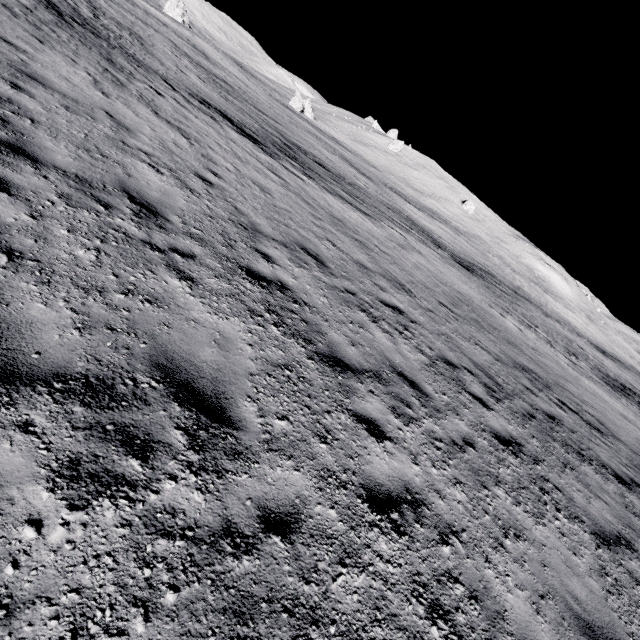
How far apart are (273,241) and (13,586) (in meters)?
6.85
